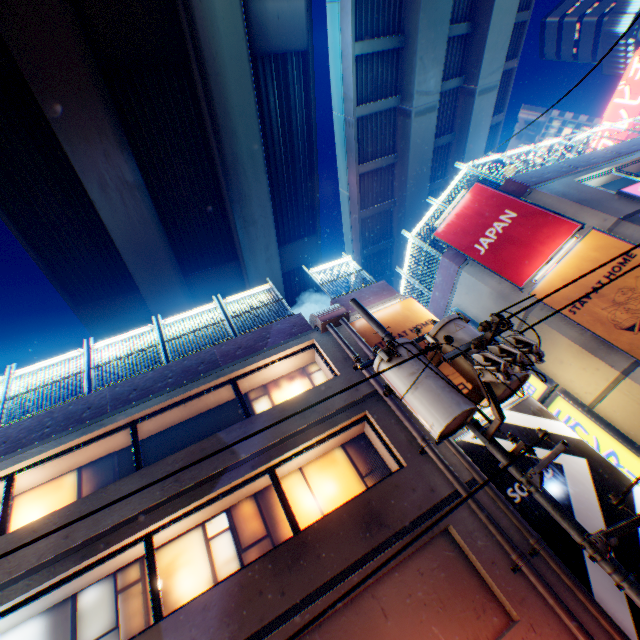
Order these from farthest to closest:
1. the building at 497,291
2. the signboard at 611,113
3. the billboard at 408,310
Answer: the signboard at 611,113 → the building at 497,291 → the billboard at 408,310

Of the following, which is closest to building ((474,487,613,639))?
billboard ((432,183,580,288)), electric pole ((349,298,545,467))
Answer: electric pole ((349,298,545,467))

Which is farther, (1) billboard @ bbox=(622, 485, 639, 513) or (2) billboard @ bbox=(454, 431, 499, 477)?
(2) billboard @ bbox=(454, 431, 499, 477)

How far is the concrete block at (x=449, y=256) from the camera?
13.1 meters

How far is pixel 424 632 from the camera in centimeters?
565cm

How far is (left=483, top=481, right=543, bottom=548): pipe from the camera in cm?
604

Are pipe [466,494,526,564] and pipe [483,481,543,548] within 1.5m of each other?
yes

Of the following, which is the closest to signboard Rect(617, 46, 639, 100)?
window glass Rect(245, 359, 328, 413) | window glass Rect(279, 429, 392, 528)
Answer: window glass Rect(245, 359, 328, 413)
